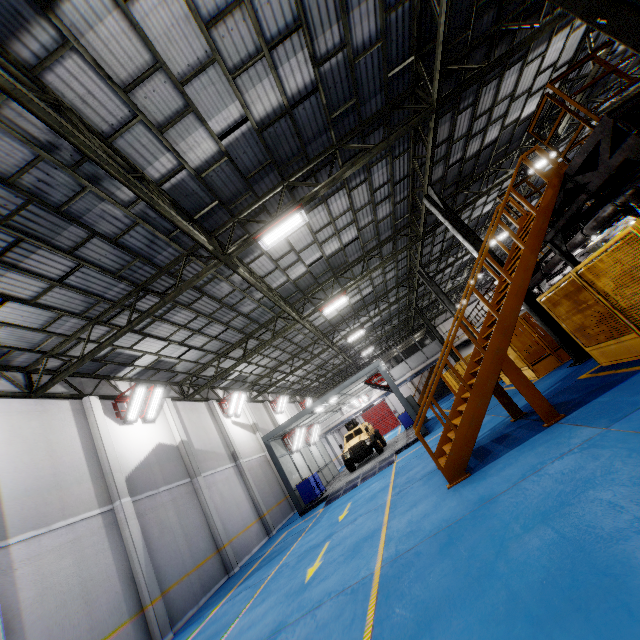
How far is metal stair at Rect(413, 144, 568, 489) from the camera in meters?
6.7 m

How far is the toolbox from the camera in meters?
16.9 m

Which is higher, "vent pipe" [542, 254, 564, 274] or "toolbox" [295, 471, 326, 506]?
"vent pipe" [542, 254, 564, 274]

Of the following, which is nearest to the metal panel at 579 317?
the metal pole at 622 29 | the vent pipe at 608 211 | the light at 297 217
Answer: the metal pole at 622 29

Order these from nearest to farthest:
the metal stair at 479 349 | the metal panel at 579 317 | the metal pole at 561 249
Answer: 1. the metal panel at 579 317
2. the metal stair at 479 349
3. the metal pole at 561 249

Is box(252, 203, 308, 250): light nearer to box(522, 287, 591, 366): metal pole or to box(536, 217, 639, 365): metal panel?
box(522, 287, 591, 366): metal pole

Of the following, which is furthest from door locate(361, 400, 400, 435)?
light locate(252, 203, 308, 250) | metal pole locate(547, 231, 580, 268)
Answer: light locate(252, 203, 308, 250)

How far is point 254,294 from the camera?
14.40m
